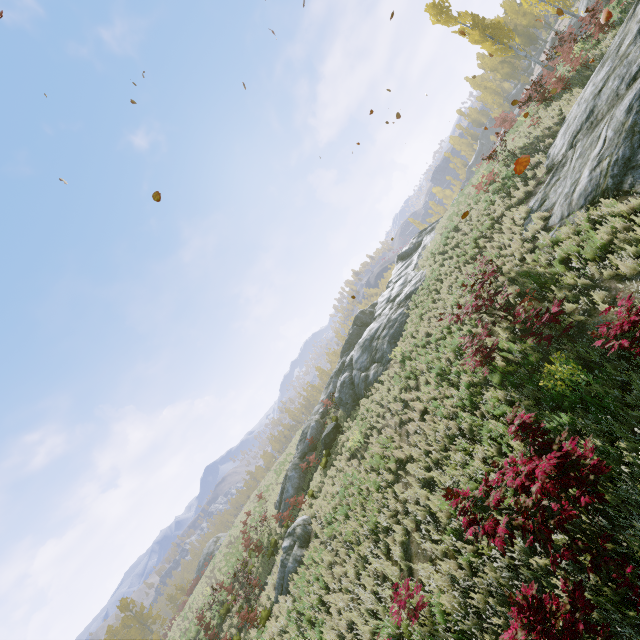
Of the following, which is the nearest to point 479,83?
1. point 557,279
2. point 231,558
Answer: point 557,279

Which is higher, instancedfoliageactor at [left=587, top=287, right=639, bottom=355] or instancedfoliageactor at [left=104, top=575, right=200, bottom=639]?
instancedfoliageactor at [left=104, top=575, right=200, bottom=639]

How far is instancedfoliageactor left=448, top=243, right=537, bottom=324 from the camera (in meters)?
8.55

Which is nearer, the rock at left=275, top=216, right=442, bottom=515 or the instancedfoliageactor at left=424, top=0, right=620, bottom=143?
the instancedfoliageactor at left=424, top=0, right=620, bottom=143

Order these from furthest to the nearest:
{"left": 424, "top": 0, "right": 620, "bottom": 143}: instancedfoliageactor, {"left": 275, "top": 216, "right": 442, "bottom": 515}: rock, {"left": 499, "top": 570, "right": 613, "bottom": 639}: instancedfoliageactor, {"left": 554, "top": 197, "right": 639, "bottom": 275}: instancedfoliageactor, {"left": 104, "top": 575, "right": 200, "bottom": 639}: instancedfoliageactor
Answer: {"left": 104, "top": 575, "right": 200, "bottom": 639}: instancedfoliageactor → {"left": 275, "top": 216, "right": 442, "bottom": 515}: rock → {"left": 424, "top": 0, "right": 620, "bottom": 143}: instancedfoliageactor → {"left": 554, "top": 197, "right": 639, "bottom": 275}: instancedfoliageactor → {"left": 499, "top": 570, "right": 613, "bottom": 639}: instancedfoliageactor

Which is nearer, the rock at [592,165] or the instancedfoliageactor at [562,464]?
the instancedfoliageactor at [562,464]

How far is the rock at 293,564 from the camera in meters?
13.8

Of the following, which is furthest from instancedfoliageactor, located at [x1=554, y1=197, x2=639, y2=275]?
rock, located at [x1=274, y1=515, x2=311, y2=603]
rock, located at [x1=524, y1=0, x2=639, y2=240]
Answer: rock, located at [x1=274, y1=515, x2=311, y2=603]
